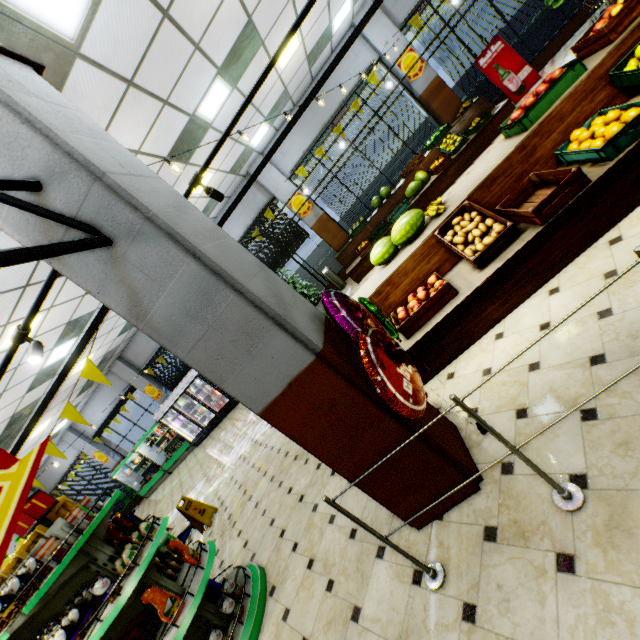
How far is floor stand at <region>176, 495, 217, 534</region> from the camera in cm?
612

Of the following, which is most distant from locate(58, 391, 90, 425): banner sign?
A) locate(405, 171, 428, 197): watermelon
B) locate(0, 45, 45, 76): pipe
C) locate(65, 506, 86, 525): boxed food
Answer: locate(405, 171, 428, 197): watermelon

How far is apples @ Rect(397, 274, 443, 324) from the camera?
3.62m

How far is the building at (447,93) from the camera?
9.4m

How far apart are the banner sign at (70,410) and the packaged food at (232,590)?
2.1 meters

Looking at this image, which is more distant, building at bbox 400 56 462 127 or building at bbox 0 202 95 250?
building at bbox 400 56 462 127

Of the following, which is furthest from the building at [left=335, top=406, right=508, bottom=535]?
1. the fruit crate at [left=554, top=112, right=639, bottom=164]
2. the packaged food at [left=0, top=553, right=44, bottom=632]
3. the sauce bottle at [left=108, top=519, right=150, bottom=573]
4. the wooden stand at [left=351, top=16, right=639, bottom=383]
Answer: the packaged food at [left=0, top=553, right=44, bottom=632]

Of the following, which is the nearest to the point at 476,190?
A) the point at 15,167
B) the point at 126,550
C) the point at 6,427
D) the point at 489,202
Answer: the point at 489,202
